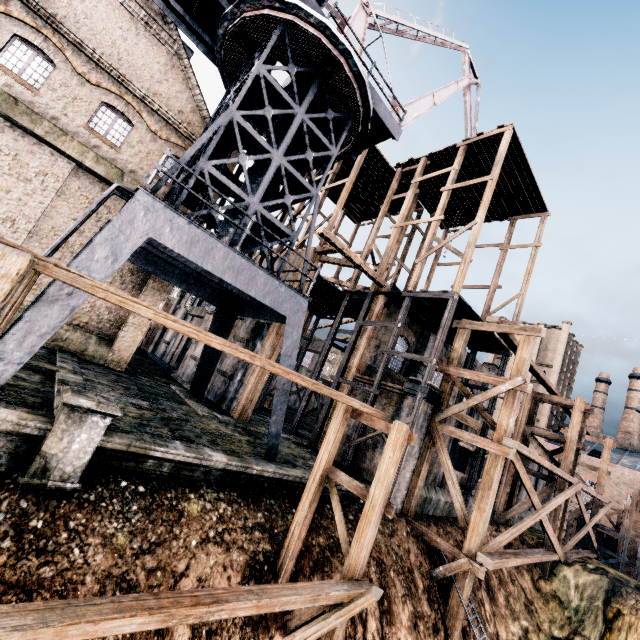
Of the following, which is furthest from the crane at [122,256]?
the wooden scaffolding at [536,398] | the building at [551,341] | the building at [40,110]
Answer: the building at [551,341]

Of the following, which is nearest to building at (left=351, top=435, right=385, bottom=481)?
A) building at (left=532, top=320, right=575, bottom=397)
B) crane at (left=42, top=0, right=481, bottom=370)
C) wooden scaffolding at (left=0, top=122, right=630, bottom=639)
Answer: wooden scaffolding at (left=0, top=122, right=630, bottom=639)

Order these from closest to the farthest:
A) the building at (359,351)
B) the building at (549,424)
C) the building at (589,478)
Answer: the building at (359,351), the building at (589,478), the building at (549,424)

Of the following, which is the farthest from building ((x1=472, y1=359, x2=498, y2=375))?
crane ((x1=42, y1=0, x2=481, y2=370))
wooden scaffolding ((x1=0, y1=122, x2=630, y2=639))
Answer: crane ((x1=42, y1=0, x2=481, y2=370))

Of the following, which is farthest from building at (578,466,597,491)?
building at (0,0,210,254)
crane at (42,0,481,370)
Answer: crane at (42,0,481,370)

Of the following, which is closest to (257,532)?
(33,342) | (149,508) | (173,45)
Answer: (149,508)

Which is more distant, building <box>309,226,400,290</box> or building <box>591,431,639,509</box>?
building <box>591,431,639,509</box>

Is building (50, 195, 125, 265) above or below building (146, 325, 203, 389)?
above
